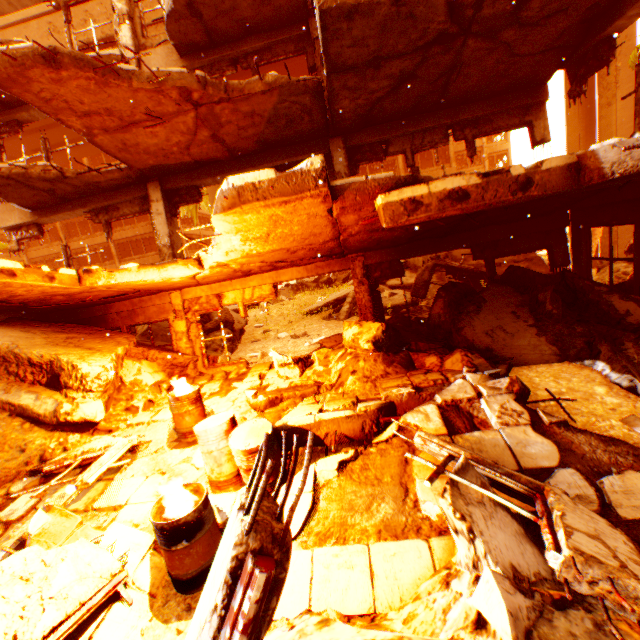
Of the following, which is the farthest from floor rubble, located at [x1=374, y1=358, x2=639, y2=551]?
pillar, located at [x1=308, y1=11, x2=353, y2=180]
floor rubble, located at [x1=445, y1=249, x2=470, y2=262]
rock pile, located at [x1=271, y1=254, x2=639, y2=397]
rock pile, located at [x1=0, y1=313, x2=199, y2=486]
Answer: floor rubble, located at [x1=445, y1=249, x2=470, y2=262]

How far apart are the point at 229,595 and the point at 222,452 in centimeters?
326cm

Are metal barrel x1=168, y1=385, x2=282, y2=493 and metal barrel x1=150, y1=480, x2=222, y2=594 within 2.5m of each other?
yes

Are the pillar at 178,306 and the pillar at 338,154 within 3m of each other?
no

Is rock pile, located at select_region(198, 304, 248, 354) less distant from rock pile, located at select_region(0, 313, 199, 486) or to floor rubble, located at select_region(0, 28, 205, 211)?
rock pile, located at select_region(0, 313, 199, 486)

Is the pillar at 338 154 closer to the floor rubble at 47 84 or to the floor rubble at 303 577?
the floor rubble at 303 577

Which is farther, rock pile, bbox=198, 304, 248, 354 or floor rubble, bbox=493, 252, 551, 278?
rock pile, bbox=198, 304, 248, 354

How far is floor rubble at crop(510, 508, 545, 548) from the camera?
2.9m
